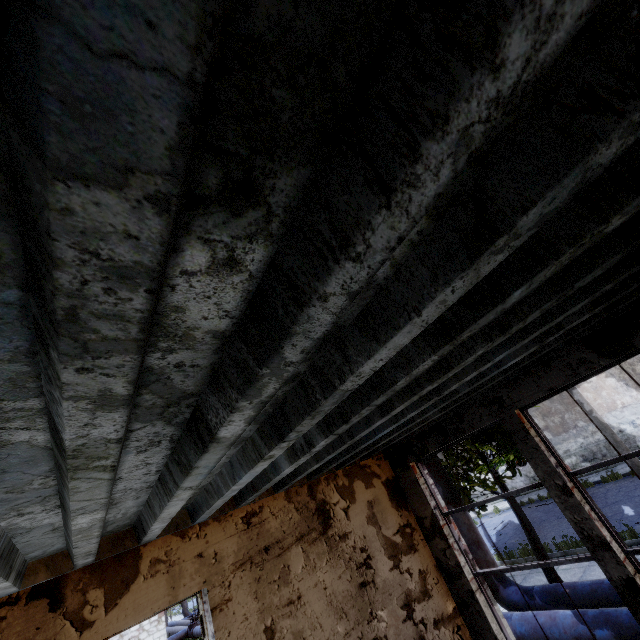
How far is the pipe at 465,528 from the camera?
7.4 meters

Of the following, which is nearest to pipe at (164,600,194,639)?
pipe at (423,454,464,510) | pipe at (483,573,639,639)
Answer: pipe at (423,454,464,510)

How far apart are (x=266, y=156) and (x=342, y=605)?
5.0m

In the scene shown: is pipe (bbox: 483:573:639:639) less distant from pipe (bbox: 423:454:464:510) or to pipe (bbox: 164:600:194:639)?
pipe (bbox: 423:454:464:510)

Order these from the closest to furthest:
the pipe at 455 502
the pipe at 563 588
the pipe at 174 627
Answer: the pipe at 563 588
the pipe at 455 502
the pipe at 174 627

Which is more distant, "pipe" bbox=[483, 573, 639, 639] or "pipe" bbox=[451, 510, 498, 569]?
"pipe" bbox=[451, 510, 498, 569]
